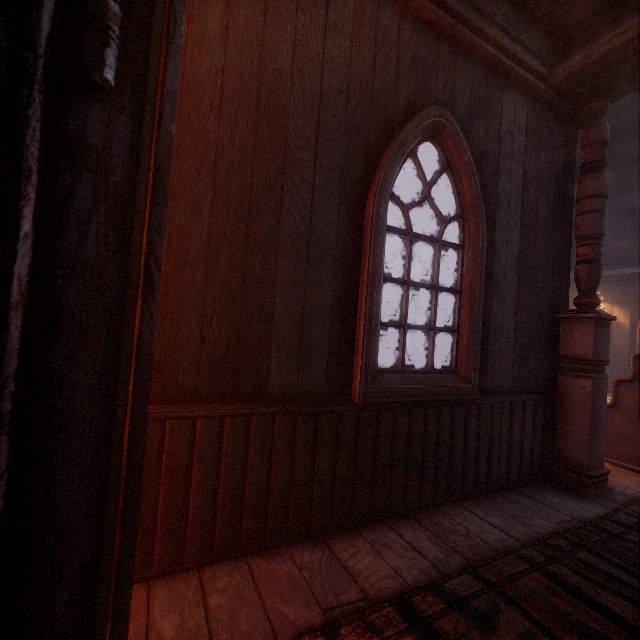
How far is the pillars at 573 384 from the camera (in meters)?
2.95

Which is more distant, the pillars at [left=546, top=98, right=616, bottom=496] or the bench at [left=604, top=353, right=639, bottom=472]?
A: the bench at [left=604, top=353, right=639, bottom=472]

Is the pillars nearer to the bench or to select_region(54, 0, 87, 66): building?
select_region(54, 0, 87, 66): building

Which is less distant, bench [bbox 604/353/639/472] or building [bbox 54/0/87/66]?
building [bbox 54/0/87/66]

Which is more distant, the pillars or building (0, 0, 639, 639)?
the pillars

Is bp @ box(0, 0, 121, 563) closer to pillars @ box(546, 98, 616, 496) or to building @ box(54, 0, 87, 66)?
building @ box(54, 0, 87, 66)

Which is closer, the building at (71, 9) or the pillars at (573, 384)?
the building at (71, 9)

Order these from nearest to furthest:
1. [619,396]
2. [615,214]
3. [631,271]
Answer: [619,396] → [615,214] → [631,271]
